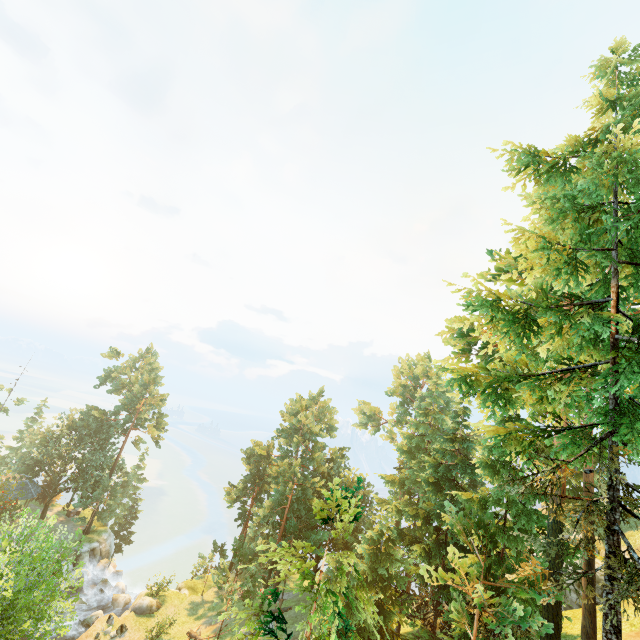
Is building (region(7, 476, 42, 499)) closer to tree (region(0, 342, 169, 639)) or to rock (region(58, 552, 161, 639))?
tree (region(0, 342, 169, 639))

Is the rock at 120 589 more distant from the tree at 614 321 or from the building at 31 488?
the building at 31 488

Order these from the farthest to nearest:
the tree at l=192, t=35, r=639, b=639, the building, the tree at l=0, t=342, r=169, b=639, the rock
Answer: the building, the rock, the tree at l=0, t=342, r=169, b=639, the tree at l=192, t=35, r=639, b=639

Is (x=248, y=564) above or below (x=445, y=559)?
below

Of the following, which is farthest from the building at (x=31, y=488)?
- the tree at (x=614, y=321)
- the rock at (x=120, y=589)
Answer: the rock at (x=120, y=589)

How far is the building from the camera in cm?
4100

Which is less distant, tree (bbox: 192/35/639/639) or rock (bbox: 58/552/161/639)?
tree (bbox: 192/35/639/639)
